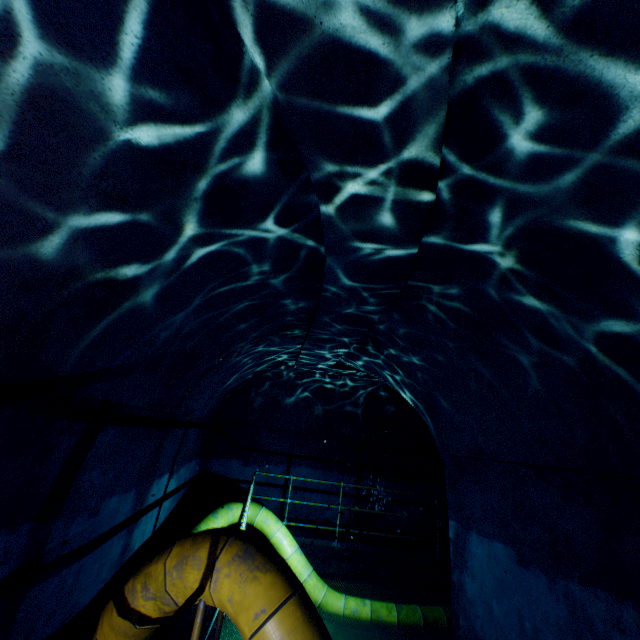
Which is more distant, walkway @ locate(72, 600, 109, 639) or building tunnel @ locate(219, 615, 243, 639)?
building tunnel @ locate(219, 615, 243, 639)

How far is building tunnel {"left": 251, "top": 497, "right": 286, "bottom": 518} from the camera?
8.68m

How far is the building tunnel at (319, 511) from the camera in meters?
8.7

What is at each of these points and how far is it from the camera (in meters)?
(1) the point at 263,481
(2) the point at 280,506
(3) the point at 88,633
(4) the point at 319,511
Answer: (1) building tunnel, 8.86
(2) building tunnel, 8.73
(3) walkway, 3.29
(4) building tunnel, 8.84

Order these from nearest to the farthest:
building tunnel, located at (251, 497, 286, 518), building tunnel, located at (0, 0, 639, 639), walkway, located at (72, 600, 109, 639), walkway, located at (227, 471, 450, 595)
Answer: building tunnel, located at (0, 0, 639, 639)
walkway, located at (72, 600, 109, 639)
walkway, located at (227, 471, 450, 595)
building tunnel, located at (251, 497, 286, 518)

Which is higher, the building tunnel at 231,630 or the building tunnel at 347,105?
the building tunnel at 347,105
